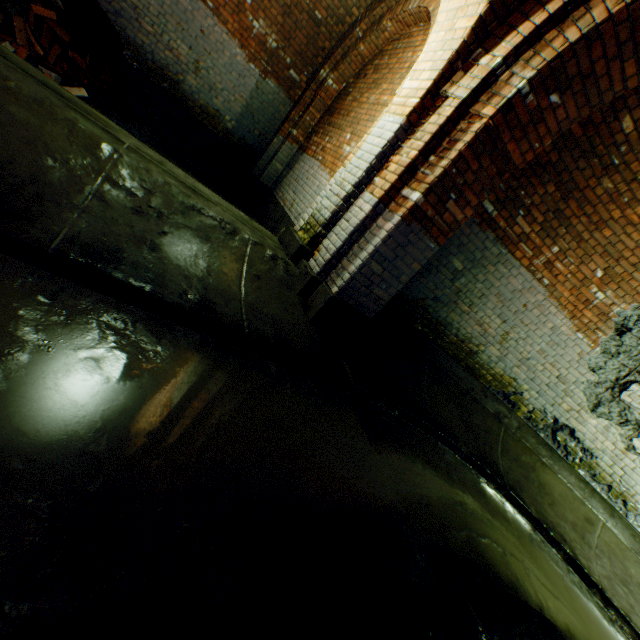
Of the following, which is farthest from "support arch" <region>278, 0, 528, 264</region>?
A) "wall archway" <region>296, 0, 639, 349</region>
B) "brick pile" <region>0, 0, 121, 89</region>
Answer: "brick pile" <region>0, 0, 121, 89</region>

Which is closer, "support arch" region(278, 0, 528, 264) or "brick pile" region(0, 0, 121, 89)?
"support arch" region(278, 0, 528, 264)

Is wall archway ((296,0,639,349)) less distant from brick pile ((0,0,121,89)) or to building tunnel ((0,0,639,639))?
building tunnel ((0,0,639,639))

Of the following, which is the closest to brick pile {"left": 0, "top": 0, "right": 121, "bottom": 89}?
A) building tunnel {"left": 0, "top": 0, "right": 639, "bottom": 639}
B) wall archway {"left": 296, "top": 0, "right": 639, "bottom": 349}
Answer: building tunnel {"left": 0, "top": 0, "right": 639, "bottom": 639}

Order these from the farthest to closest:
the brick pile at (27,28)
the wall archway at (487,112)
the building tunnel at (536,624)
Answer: the brick pile at (27,28), the wall archway at (487,112), the building tunnel at (536,624)

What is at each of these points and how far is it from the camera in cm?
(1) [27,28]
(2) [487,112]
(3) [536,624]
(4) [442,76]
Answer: (1) brick pile, 422
(2) wall archway, 282
(3) building tunnel, 213
(4) support arch, 310

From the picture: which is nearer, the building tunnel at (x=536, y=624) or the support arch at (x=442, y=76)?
the building tunnel at (x=536, y=624)

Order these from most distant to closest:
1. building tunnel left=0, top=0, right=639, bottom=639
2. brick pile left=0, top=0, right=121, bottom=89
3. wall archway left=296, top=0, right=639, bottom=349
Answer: brick pile left=0, top=0, right=121, bottom=89, wall archway left=296, top=0, right=639, bottom=349, building tunnel left=0, top=0, right=639, bottom=639
